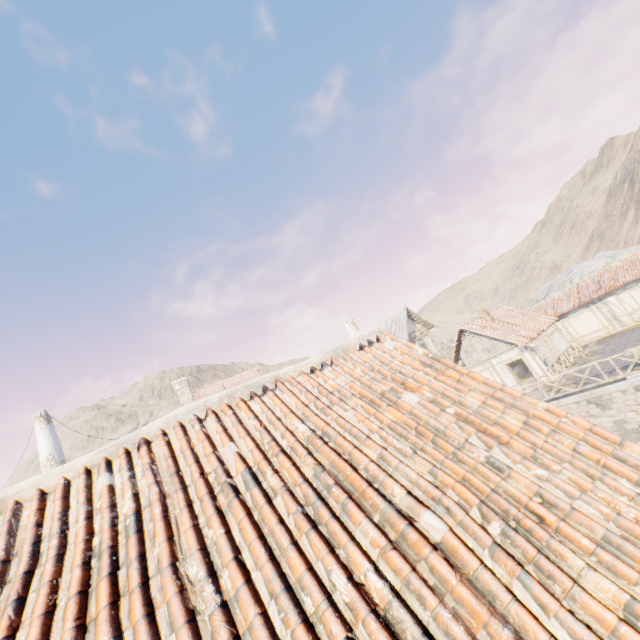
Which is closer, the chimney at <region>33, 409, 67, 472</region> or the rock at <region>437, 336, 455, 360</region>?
the chimney at <region>33, 409, 67, 472</region>

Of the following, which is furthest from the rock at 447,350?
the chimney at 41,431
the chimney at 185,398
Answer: the chimney at 41,431

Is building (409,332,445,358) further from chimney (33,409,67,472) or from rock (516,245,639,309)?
chimney (33,409,67,472)

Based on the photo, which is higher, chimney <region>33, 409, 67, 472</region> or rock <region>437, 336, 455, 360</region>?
chimney <region>33, 409, 67, 472</region>

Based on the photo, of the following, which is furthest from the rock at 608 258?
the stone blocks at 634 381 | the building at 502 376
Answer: the building at 502 376

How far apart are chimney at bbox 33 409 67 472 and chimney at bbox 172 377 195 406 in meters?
14.4

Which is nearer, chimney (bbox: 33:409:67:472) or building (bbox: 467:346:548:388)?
chimney (bbox: 33:409:67:472)

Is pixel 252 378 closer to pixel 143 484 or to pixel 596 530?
pixel 143 484
